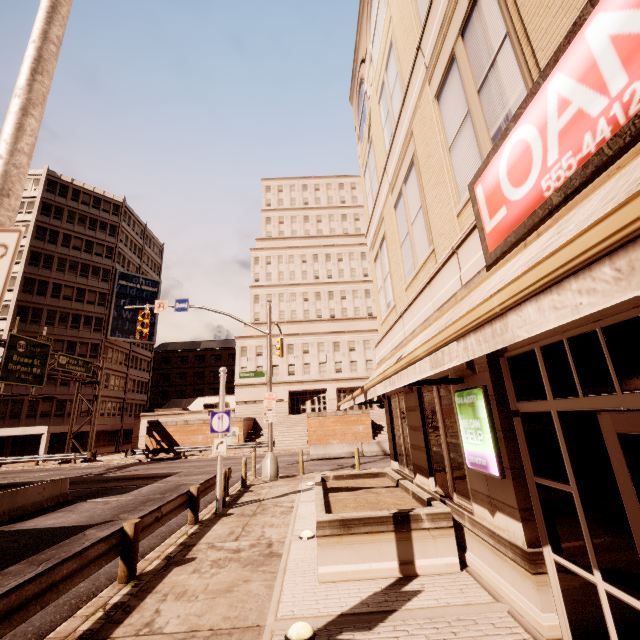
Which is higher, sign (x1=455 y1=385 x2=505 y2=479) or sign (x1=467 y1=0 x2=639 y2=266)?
sign (x1=467 y1=0 x2=639 y2=266)

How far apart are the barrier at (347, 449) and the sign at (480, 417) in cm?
1969

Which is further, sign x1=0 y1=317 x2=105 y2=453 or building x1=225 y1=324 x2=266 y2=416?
building x1=225 y1=324 x2=266 y2=416

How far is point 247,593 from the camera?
5.4 meters

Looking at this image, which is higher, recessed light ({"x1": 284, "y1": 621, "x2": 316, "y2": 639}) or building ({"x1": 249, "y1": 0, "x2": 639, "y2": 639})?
building ({"x1": 249, "y1": 0, "x2": 639, "y2": 639})

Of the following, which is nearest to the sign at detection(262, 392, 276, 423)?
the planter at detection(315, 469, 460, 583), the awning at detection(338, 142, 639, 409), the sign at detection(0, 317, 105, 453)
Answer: the awning at detection(338, 142, 639, 409)

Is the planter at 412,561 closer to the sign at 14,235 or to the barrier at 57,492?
the sign at 14,235

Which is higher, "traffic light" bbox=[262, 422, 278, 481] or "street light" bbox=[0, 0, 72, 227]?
"street light" bbox=[0, 0, 72, 227]
